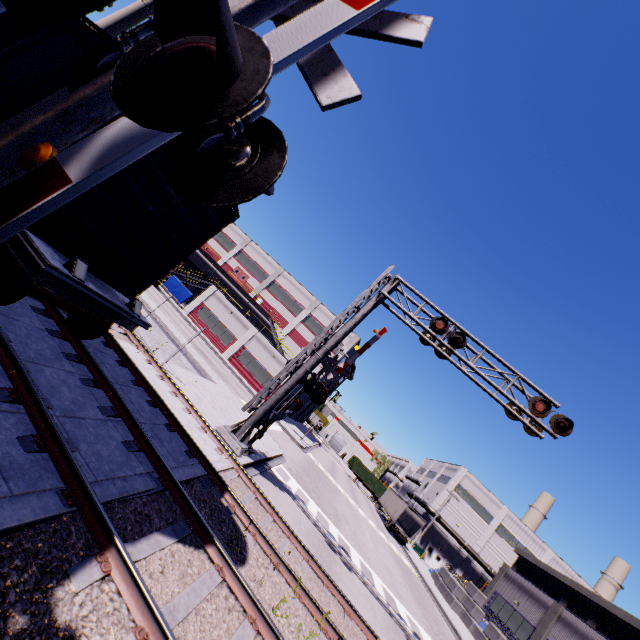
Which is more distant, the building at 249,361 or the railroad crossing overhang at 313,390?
the building at 249,361

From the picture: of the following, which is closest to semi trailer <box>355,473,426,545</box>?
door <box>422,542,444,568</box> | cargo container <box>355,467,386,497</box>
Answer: cargo container <box>355,467,386,497</box>

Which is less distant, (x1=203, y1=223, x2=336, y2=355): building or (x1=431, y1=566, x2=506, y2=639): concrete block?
(x1=431, y1=566, x2=506, y2=639): concrete block

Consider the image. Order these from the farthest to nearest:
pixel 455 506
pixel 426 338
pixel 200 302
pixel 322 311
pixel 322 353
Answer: pixel 455 506 < pixel 322 311 < pixel 200 302 < pixel 426 338 < pixel 322 353

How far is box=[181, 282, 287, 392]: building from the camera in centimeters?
3681cm

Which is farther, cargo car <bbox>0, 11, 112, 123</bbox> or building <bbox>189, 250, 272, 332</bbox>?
building <bbox>189, 250, 272, 332</bbox>

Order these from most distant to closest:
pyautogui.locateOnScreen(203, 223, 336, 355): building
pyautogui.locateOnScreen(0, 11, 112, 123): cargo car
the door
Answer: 1. the door
2. pyautogui.locateOnScreen(203, 223, 336, 355): building
3. pyautogui.locateOnScreen(0, 11, 112, 123): cargo car

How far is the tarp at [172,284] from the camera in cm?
4038
